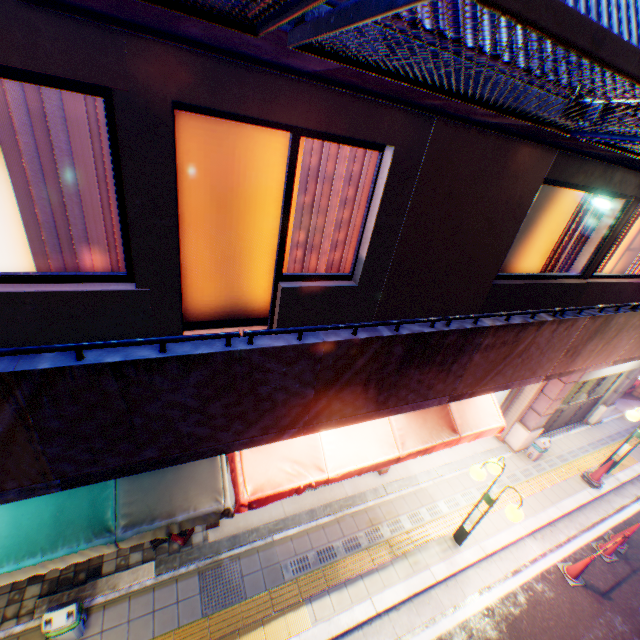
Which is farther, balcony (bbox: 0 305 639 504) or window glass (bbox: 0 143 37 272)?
window glass (bbox: 0 143 37 272)

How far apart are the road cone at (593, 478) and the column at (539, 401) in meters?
1.3

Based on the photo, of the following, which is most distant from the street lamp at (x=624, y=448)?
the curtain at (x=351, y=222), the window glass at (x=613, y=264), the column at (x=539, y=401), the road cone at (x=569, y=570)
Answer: the curtain at (x=351, y=222)

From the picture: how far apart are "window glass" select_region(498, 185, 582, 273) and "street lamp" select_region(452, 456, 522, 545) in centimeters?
345cm

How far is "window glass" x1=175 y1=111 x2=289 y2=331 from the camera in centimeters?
315cm

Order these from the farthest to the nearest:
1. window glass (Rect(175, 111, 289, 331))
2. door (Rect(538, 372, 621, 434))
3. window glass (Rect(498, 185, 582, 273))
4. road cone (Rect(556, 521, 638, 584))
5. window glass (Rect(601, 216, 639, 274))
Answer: door (Rect(538, 372, 621, 434)) < window glass (Rect(601, 216, 639, 274)) < road cone (Rect(556, 521, 638, 584)) < window glass (Rect(498, 185, 582, 273)) < window glass (Rect(175, 111, 289, 331))

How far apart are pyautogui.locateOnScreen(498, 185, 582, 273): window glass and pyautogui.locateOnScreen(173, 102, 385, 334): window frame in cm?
292

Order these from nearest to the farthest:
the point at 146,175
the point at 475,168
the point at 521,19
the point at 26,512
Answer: the point at 521,19 → the point at 146,175 → the point at 26,512 → the point at 475,168
